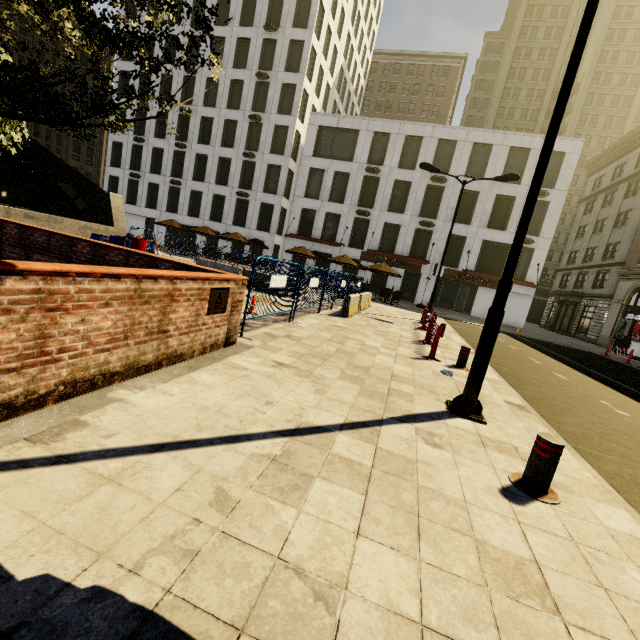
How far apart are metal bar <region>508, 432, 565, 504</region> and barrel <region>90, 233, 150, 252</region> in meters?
16.4 m

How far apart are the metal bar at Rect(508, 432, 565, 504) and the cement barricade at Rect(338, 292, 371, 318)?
9.0 meters

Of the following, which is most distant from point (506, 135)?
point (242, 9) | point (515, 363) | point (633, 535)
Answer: point (633, 535)

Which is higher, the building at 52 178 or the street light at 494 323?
the building at 52 178

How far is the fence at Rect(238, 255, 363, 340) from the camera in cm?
646

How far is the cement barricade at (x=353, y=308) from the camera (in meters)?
12.15

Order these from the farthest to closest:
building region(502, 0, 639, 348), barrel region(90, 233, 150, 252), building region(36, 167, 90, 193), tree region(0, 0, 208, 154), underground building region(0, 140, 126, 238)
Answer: building region(36, 167, 90, 193) → building region(502, 0, 639, 348) → underground building region(0, 140, 126, 238) → barrel region(90, 233, 150, 252) → tree region(0, 0, 208, 154)

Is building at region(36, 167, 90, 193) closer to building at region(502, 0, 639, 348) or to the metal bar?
the metal bar
